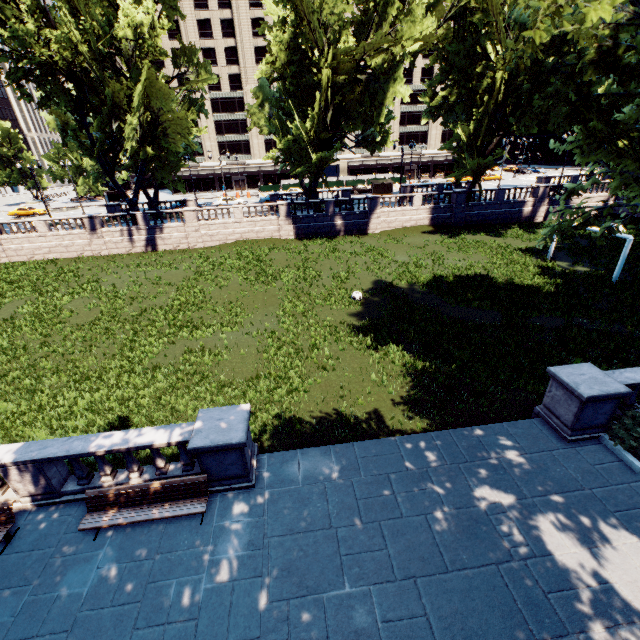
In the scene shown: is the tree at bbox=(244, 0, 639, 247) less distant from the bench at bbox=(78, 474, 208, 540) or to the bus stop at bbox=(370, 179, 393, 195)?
the bus stop at bbox=(370, 179, 393, 195)

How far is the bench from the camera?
7.7m

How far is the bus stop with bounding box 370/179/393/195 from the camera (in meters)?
48.94

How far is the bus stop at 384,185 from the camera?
48.94m

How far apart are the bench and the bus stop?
48.5 meters

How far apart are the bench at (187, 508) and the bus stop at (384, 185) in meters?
48.5

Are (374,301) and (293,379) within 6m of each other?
no

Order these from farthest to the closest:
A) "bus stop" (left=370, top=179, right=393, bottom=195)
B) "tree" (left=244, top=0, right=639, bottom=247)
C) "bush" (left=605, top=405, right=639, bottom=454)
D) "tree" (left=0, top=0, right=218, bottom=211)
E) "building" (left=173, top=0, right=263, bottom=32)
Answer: "building" (left=173, top=0, right=263, bottom=32), "bus stop" (left=370, top=179, right=393, bottom=195), "tree" (left=0, top=0, right=218, bottom=211), "bush" (left=605, top=405, right=639, bottom=454), "tree" (left=244, top=0, right=639, bottom=247)
